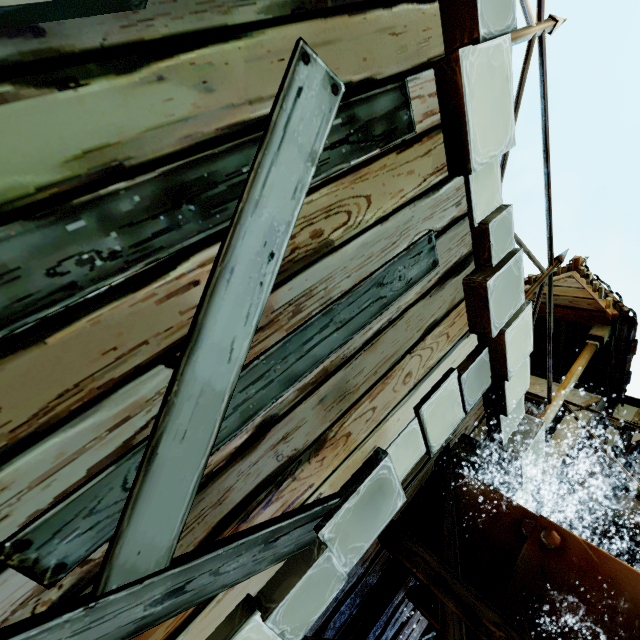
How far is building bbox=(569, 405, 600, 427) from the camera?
5.7 meters

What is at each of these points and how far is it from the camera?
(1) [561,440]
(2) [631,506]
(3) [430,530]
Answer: (1) building, 5.7m
(2) bag, 4.1m
(3) drain, 2.9m

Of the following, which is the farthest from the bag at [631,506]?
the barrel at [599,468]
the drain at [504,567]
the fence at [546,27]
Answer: the drain at [504,567]

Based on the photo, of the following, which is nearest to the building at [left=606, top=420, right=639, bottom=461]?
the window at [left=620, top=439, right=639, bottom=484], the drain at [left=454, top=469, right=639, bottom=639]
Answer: the window at [left=620, top=439, right=639, bottom=484]

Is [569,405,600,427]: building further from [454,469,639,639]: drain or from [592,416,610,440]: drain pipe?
[454,469,639,639]: drain

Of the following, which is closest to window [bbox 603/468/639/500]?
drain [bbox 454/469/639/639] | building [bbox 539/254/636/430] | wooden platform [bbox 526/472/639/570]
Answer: building [bbox 539/254/636/430]

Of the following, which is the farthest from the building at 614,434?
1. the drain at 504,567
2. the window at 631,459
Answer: the drain at 504,567

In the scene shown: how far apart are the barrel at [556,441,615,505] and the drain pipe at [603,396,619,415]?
0.0 meters
